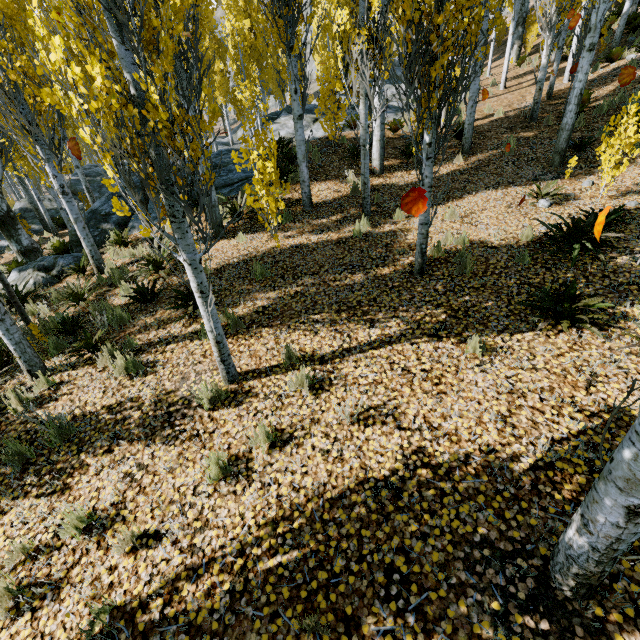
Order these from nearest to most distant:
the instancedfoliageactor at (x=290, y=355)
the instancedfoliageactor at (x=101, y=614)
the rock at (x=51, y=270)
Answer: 1. the instancedfoliageactor at (x=101, y=614)
2. the instancedfoliageactor at (x=290, y=355)
3. the rock at (x=51, y=270)

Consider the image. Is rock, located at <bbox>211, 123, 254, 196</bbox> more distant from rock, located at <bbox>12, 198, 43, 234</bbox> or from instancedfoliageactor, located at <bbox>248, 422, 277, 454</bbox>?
rock, located at <bbox>12, 198, 43, 234</bbox>

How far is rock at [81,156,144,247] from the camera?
10.1m

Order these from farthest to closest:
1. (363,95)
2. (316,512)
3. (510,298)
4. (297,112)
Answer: (297,112) < (363,95) < (510,298) < (316,512)

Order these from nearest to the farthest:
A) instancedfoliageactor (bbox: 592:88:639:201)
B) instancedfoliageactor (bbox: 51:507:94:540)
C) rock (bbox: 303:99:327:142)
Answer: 1. instancedfoliageactor (bbox: 51:507:94:540)
2. instancedfoliageactor (bbox: 592:88:639:201)
3. rock (bbox: 303:99:327:142)

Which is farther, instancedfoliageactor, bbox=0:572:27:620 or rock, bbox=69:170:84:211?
rock, bbox=69:170:84:211

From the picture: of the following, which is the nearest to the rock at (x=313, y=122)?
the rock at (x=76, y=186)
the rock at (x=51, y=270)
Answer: the rock at (x=51, y=270)
